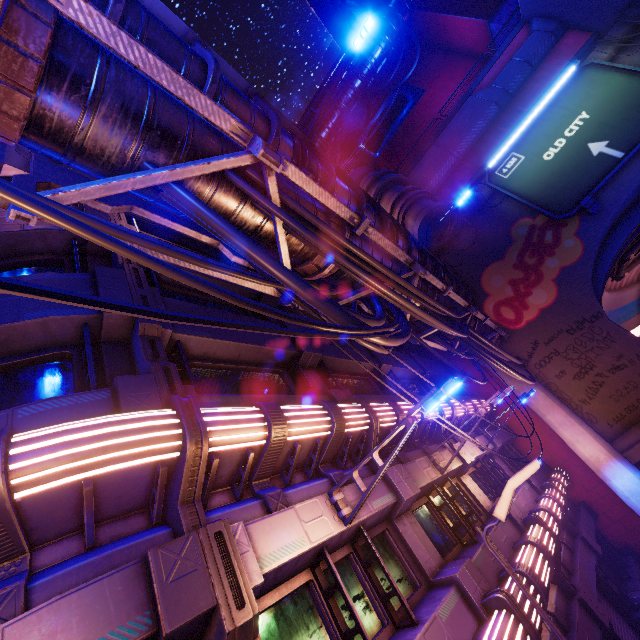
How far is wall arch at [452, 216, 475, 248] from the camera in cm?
2056

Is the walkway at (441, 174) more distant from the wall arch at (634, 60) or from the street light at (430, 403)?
the street light at (430, 403)

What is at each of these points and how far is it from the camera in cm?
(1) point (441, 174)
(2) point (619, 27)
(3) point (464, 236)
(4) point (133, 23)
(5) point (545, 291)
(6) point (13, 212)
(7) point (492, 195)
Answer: (1) walkway, 2448
(2) wall arch, 1723
(3) wall arch, 2084
(4) walkway, 484
(5) wall arch, 1750
(6) pipe, 312
(7) wall arch, 2020

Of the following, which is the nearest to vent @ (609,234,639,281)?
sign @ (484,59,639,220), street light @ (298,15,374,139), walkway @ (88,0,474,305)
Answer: sign @ (484,59,639,220)

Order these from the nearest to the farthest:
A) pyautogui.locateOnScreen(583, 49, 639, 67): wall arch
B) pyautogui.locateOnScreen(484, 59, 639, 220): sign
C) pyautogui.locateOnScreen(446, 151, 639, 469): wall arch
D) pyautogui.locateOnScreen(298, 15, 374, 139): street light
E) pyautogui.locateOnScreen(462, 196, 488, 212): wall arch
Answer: pyautogui.locateOnScreen(298, 15, 374, 139): street light, pyautogui.locateOnScreen(446, 151, 639, 469): wall arch, pyautogui.locateOnScreen(484, 59, 639, 220): sign, pyautogui.locateOnScreen(583, 49, 639, 67): wall arch, pyautogui.locateOnScreen(462, 196, 488, 212): wall arch

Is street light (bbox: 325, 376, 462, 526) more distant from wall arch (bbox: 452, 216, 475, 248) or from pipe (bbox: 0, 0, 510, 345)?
wall arch (bbox: 452, 216, 475, 248)

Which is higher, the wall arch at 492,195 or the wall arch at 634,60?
the wall arch at 492,195

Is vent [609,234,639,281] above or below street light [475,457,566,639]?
above
